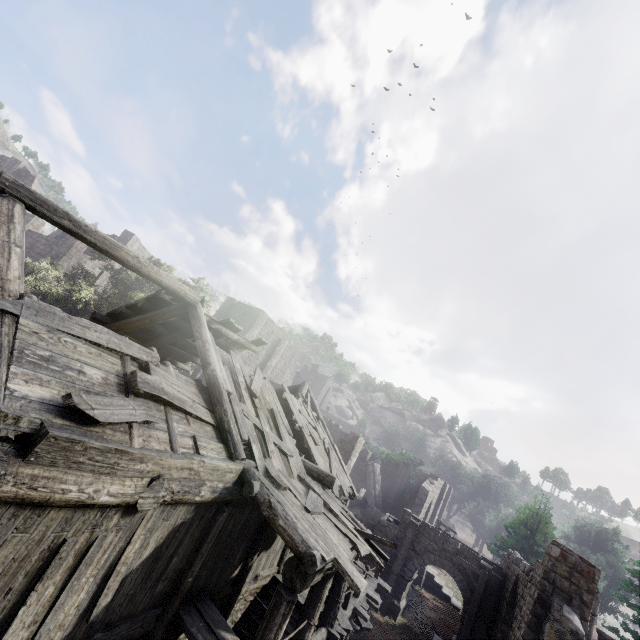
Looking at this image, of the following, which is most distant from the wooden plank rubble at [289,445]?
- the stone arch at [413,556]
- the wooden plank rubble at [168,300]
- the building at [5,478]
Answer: the stone arch at [413,556]

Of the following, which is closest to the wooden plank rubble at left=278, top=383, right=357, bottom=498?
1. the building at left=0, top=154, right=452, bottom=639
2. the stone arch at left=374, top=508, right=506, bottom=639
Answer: the building at left=0, top=154, right=452, bottom=639

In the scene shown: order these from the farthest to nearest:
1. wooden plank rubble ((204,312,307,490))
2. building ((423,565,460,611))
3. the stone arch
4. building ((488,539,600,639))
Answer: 1. building ((423,565,460,611))
2. the stone arch
3. building ((488,539,600,639))
4. wooden plank rubble ((204,312,307,490))

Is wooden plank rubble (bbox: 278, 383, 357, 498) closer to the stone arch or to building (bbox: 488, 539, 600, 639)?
building (bbox: 488, 539, 600, 639)

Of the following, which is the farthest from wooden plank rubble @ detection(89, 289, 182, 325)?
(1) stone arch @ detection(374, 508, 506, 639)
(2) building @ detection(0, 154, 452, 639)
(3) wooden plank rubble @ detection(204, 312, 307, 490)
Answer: Answer: (1) stone arch @ detection(374, 508, 506, 639)

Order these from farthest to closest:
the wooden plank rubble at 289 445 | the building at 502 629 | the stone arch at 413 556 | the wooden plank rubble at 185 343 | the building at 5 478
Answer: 1. the stone arch at 413 556
2. the wooden plank rubble at 185 343
3. the building at 502 629
4. the wooden plank rubble at 289 445
5. the building at 5 478

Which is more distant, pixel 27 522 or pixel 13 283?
pixel 13 283
